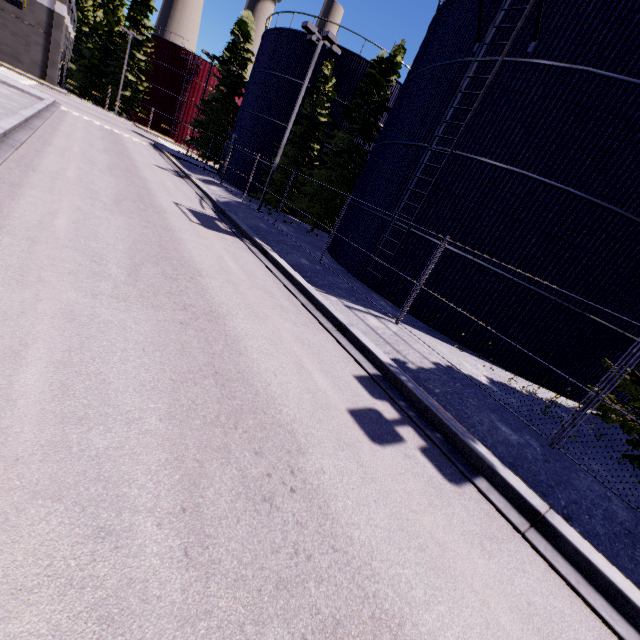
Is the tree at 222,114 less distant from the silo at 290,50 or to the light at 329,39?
the silo at 290,50

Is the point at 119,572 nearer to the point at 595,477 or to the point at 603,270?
the point at 595,477

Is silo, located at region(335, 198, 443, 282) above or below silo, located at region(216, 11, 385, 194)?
below

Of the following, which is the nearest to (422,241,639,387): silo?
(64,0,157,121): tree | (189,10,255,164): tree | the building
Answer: the building

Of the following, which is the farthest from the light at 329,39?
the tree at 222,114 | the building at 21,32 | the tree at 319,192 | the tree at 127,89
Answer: the tree at 127,89

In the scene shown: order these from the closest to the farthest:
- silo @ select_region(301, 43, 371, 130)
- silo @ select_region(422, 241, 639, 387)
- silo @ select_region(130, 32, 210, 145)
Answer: silo @ select_region(422, 241, 639, 387), silo @ select_region(301, 43, 371, 130), silo @ select_region(130, 32, 210, 145)

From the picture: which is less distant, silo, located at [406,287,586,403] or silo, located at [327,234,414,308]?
silo, located at [406,287,586,403]

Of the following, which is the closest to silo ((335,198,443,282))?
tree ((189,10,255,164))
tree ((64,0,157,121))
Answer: tree ((189,10,255,164))
